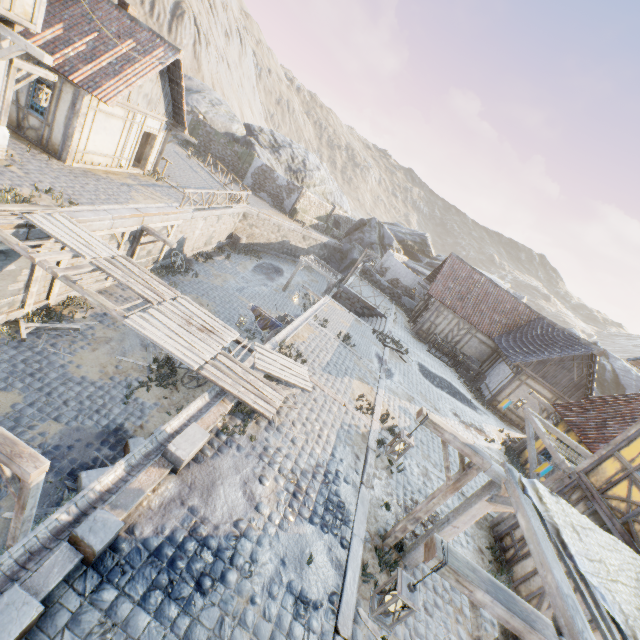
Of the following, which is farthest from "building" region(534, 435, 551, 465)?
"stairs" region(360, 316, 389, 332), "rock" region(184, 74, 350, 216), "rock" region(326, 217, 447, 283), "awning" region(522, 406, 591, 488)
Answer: "rock" region(184, 74, 350, 216)

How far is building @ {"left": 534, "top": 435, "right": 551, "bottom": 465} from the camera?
13.3m

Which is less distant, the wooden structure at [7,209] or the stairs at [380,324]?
the wooden structure at [7,209]

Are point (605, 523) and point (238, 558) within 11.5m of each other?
yes

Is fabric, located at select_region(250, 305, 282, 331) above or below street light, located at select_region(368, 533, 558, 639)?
below

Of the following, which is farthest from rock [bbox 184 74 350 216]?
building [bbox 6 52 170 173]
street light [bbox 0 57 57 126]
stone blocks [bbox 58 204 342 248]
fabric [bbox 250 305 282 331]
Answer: fabric [bbox 250 305 282 331]

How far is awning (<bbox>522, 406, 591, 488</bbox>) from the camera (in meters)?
8.65

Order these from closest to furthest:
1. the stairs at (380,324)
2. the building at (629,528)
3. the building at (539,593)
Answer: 1. the building at (629,528)
2. the building at (539,593)
3. the stairs at (380,324)
